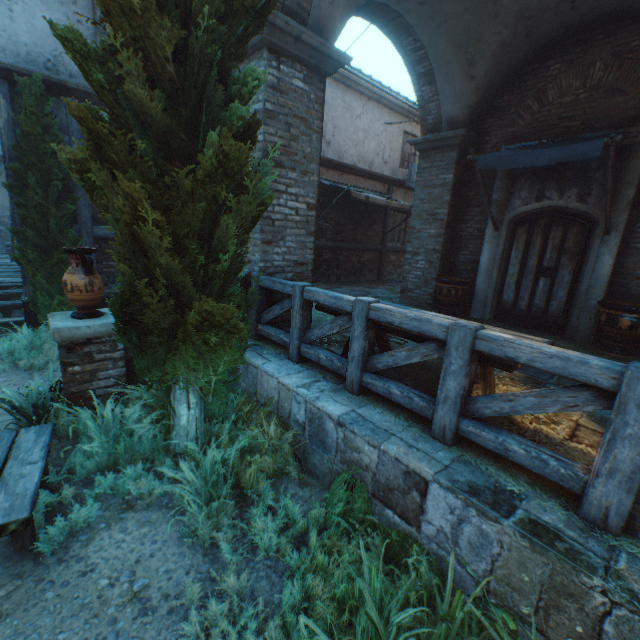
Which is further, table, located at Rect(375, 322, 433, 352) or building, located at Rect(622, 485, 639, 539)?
table, located at Rect(375, 322, 433, 352)

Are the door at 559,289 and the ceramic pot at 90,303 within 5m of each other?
no

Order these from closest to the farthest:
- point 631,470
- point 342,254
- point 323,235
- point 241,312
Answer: point 631,470 < point 241,312 < point 323,235 < point 342,254

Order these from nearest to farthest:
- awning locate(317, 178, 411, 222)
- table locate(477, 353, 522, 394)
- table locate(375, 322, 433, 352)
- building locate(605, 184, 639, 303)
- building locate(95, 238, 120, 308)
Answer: table locate(477, 353, 522, 394)
table locate(375, 322, 433, 352)
building locate(605, 184, 639, 303)
building locate(95, 238, 120, 308)
awning locate(317, 178, 411, 222)

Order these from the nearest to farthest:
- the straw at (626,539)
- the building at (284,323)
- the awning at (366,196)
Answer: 1. the straw at (626,539)
2. the building at (284,323)
3. the awning at (366,196)

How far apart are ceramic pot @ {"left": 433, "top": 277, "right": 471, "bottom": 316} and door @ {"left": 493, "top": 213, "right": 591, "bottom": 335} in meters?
0.6

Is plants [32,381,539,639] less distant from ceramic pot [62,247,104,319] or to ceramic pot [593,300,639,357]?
ceramic pot [62,247,104,319]

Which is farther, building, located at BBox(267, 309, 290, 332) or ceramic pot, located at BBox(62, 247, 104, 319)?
building, located at BBox(267, 309, 290, 332)
